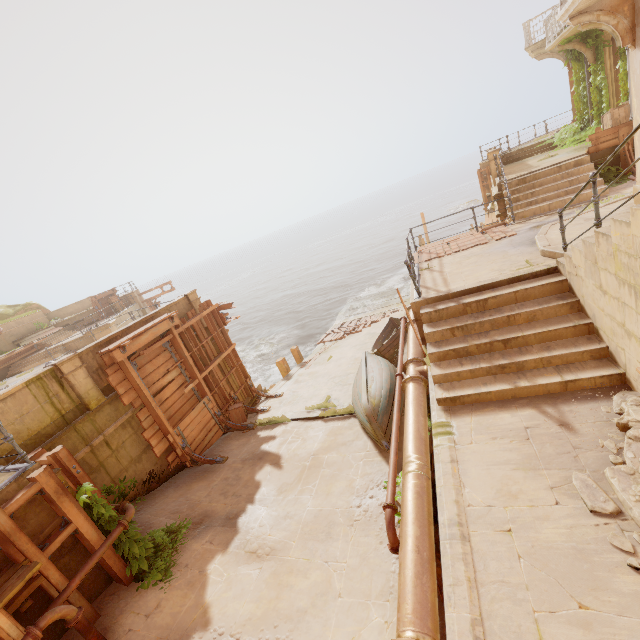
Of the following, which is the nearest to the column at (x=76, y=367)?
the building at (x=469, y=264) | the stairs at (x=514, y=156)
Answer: the building at (x=469, y=264)

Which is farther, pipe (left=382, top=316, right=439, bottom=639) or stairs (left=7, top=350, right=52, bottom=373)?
stairs (left=7, top=350, right=52, bottom=373)

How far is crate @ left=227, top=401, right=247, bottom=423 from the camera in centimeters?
1213cm

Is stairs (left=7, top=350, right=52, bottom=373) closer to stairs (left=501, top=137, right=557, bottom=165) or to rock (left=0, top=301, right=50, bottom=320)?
rock (left=0, top=301, right=50, bottom=320)

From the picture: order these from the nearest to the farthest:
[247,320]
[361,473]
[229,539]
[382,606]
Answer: [382,606], [229,539], [361,473], [247,320]

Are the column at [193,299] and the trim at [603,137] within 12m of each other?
no

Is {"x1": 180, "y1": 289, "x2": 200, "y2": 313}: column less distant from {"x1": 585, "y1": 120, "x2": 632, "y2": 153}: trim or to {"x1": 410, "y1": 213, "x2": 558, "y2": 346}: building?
{"x1": 410, "y1": 213, "x2": 558, "y2": 346}: building

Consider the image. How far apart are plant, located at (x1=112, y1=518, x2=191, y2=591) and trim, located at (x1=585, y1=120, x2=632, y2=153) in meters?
16.9
